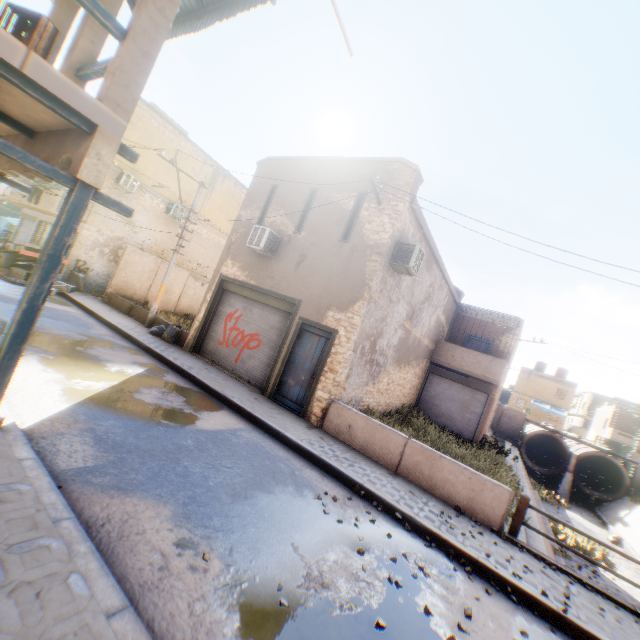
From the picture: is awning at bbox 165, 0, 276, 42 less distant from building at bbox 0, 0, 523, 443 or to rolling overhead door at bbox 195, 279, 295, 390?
building at bbox 0, 0, 523, 443

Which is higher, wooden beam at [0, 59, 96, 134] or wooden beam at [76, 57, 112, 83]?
wooden beam at [76, 57, 112, 83]

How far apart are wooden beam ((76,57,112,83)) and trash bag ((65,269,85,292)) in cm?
1404

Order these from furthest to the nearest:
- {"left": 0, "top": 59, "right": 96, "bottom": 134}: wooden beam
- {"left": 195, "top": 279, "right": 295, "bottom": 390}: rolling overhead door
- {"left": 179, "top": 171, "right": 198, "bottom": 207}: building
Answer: {"left": 179, "top": 171, "right": 198, "bottom": 207}: building, {"left": 195, "top": 279, "right": 295, "bottom": 390}: rolling overhead door, {"left": 0, "top": 59, "right": 96, "bottom": 134}: wooden beam

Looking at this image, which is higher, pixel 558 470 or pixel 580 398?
pixel 580 398

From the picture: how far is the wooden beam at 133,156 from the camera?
4.2m

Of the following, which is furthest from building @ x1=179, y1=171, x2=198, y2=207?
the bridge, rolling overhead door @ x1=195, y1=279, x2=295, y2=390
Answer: the bridge

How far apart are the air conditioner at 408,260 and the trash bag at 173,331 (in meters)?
2.23
